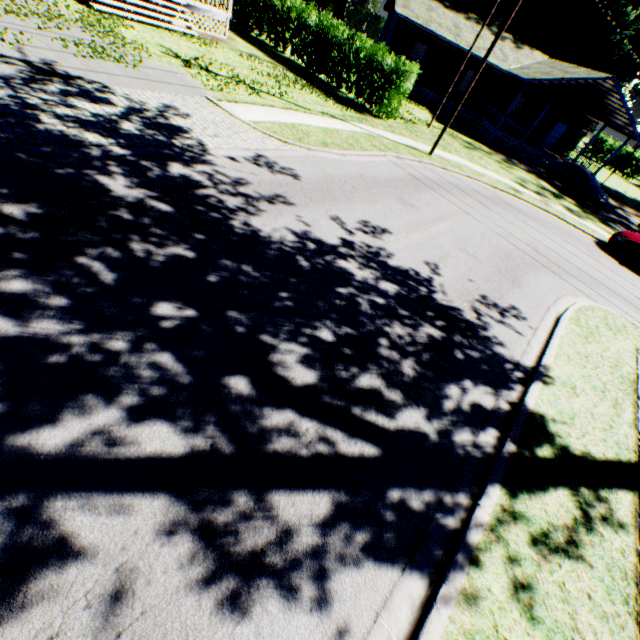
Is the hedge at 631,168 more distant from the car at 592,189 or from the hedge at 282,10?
the hedge at 282,10

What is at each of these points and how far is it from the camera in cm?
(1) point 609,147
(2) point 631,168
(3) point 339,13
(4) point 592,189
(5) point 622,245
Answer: (1) hedge, 5916
(2) hedge, 5841
(3) plant, 5581
(4) car, 2252
(5) car, 1562

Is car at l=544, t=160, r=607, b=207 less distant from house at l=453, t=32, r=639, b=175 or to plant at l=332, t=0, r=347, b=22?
house at l=453, t=32, r=639, b=175

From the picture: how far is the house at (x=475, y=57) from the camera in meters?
26.1 m

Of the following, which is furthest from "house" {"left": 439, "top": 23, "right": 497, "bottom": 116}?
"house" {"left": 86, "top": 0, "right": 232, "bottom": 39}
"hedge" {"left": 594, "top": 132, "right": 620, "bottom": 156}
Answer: "hedge" {"left": 594, "top": 132, "right": 620, "bottom": 156}

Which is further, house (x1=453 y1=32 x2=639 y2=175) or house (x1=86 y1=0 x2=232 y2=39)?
house (x1=453 y1=32 x2=639 y2=175)

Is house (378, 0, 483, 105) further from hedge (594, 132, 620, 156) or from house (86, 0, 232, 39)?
hedge (594, 132, 620, 156)

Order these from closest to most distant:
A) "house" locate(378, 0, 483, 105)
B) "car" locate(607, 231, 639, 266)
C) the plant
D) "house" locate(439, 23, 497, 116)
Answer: "car" locate(607, 231, 639, 266) → "house" locate(378, 0, 483, 105) → "house" locate(439, 23, 497, 116) → the plant
